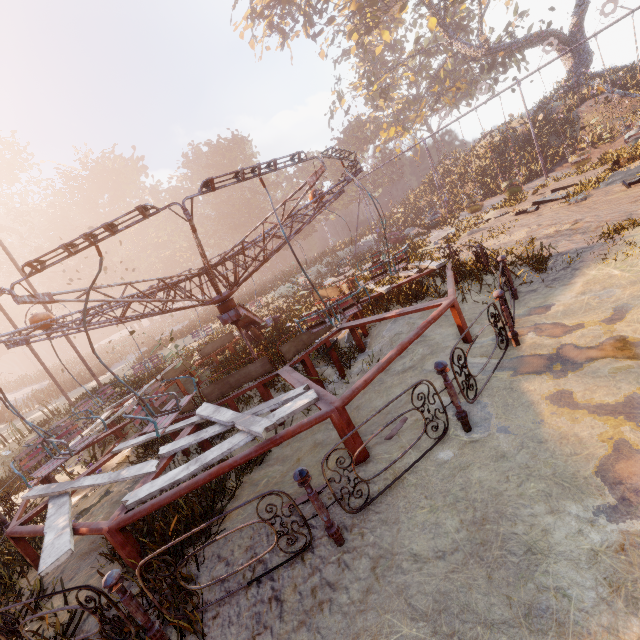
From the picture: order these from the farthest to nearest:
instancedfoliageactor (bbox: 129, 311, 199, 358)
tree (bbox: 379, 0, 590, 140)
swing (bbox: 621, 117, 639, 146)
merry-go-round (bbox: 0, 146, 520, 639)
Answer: tree (bbox: 379, 0, 590, 140), swing (bbox: 621, 117, 639, 146), instancedfoliageactor (bbox: 129, 311, 199, 358), merry-go-round (bbox: 0, 146, 520, 639)

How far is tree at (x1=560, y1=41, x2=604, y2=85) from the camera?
27.0m

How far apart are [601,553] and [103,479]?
6.4m

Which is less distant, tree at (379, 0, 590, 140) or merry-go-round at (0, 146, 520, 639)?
merry-go-round at (0, 146, 520, 639)

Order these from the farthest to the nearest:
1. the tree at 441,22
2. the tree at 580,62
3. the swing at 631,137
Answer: the tree at 580,62 < the tree at 441,22 < the swing at 631,137

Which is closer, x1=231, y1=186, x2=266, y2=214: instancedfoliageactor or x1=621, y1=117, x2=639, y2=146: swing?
x1=621, y1=117, x2=639, y2=146: swing

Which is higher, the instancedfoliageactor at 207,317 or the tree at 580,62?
the tree at 580,62

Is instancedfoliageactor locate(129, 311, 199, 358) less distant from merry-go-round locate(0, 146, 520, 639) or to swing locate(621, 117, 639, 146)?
swing locate(621, 117, 639, 146)
